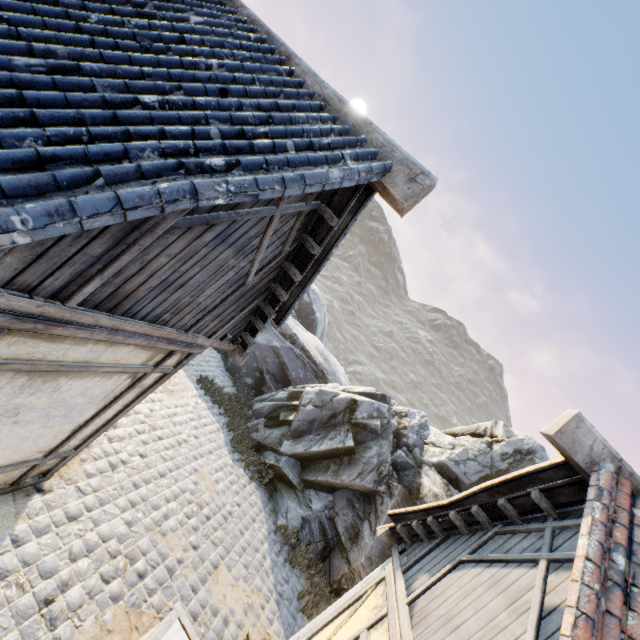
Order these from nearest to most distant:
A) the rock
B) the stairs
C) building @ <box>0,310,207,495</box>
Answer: building @ <box>0,310,207,495</box>, the stairs, the rock

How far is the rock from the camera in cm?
898

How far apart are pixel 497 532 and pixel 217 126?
5.1 meters

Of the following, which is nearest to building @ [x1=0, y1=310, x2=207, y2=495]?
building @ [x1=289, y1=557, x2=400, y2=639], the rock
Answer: the rock

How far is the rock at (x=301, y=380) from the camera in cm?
898

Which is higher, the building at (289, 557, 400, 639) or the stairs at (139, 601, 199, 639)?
the building at (289, 557, 400, 639)

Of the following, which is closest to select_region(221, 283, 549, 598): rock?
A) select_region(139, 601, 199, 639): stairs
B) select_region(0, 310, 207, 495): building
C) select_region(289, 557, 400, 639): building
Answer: select_region(0, 310, 207, 495): building

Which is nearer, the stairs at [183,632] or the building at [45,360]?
the building at [45,360]
